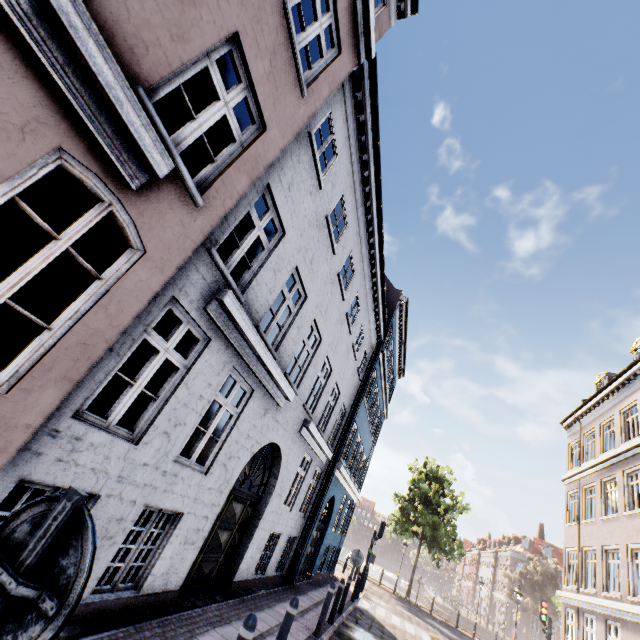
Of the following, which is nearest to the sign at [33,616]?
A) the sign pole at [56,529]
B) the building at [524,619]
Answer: the sign pole at [56,529]

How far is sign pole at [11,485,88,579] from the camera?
1.17m

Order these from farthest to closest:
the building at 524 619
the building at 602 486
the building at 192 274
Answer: the building at 524 619
the building at 602 486
the building at 192 274

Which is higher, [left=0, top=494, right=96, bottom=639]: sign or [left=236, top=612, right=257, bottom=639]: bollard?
[left=0, top=494, right=96, bottom=639]: sign

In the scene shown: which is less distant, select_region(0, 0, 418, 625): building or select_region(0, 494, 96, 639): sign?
select_region(0, 494, 96, 639): sign

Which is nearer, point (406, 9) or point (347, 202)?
point (406, 9)

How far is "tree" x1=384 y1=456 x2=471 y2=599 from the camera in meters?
26.8
